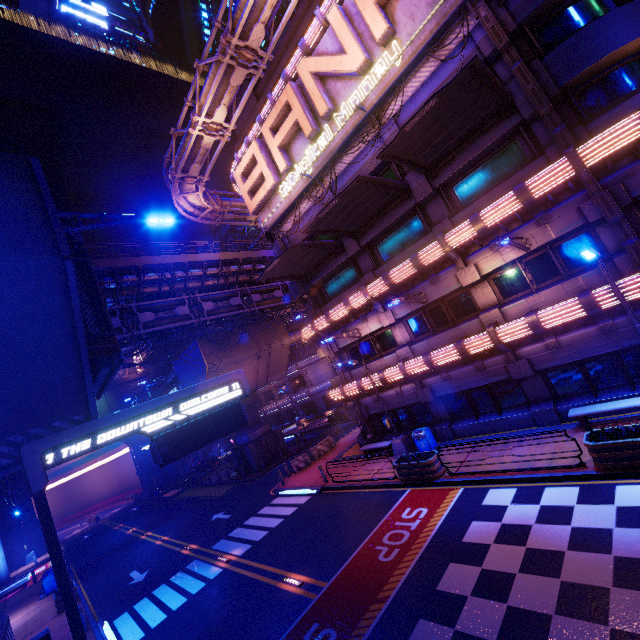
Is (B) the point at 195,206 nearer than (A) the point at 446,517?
No

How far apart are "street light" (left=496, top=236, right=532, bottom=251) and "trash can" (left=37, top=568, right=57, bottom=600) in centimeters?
3443cm

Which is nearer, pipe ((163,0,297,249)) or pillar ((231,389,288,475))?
pipe ((163,0,297,249))

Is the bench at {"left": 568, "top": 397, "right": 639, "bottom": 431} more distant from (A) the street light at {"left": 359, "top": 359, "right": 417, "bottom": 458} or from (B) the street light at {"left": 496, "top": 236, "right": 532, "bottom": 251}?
(A) the street light at {"left": 359, "top": 359, "right": 417, "bottom": 458}

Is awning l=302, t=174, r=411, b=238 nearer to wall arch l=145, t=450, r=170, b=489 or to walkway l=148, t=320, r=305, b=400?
walkway l=148, t=320, r=305, b=400

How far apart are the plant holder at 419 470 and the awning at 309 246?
11.5m

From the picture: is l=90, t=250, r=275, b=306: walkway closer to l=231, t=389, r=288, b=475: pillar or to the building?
l=231, t=389, r=288, b=475: pillar

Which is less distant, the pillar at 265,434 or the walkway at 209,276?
the walkway at 209,276
